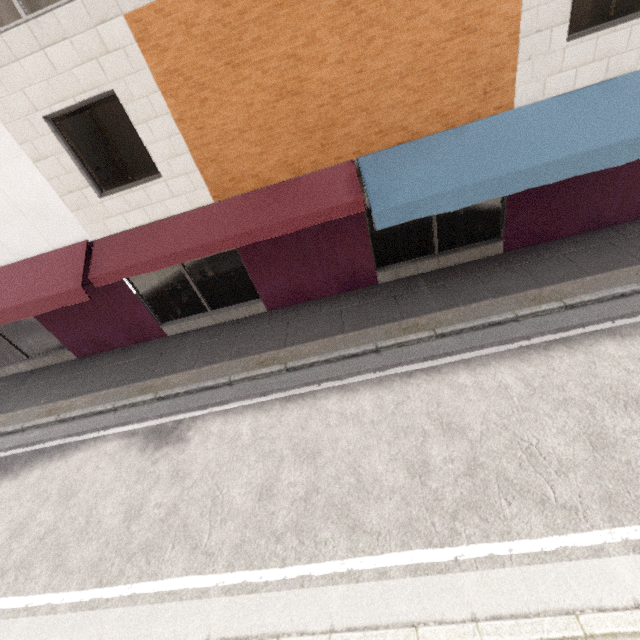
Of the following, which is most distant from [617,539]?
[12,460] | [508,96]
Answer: [12,460]

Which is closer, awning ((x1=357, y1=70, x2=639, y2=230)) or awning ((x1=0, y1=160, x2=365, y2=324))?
awning ((x1=357, y1=70, x2=639, y2=230))

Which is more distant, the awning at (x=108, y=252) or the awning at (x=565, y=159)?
the awning at (x=108, y=252)
